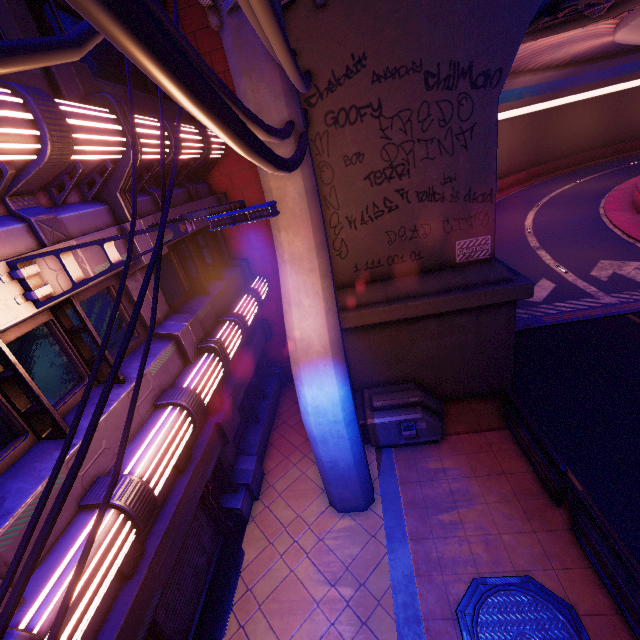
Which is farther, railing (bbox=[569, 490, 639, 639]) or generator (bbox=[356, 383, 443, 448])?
generator (bbox=[356, 383, 443, 448])

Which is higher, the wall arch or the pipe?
the pipe

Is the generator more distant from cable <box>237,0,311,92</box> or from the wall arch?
cable <box>237,0,311,92</box>

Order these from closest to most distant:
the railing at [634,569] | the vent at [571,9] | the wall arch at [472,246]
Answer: the railing at [634,569] → the wall arch at [472,246] → the vent at [571,9]

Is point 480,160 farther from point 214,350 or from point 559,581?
point 559,581

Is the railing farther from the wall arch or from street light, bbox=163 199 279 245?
street light, bbox=163 199 279 245

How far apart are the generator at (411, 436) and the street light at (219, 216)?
7.0m

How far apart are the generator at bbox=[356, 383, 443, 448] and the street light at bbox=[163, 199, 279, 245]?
7.01m
